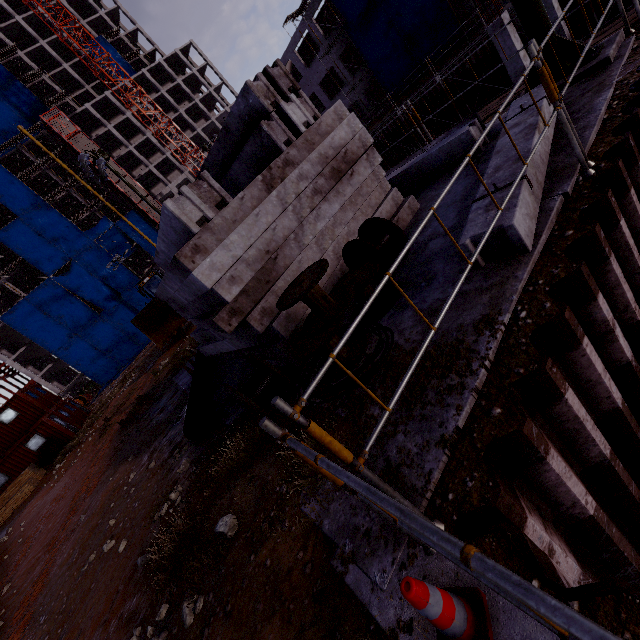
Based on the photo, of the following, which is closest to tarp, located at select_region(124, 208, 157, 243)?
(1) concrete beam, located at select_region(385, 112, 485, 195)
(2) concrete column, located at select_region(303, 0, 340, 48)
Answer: (2) concrete column, located at select_region(303, 0, 340, 48)

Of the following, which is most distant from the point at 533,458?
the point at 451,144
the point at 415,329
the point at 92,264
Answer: the point at 92,264

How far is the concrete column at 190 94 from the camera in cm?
5728

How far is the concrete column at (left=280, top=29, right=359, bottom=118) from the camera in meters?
34.5

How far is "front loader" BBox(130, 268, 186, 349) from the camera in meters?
18.7

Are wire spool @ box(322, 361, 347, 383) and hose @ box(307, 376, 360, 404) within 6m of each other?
yes

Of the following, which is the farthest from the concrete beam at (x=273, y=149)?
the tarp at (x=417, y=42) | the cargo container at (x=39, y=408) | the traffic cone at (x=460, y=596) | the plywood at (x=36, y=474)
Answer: the tarp at (x=417, y=42)

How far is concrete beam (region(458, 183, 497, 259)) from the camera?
3.36m
